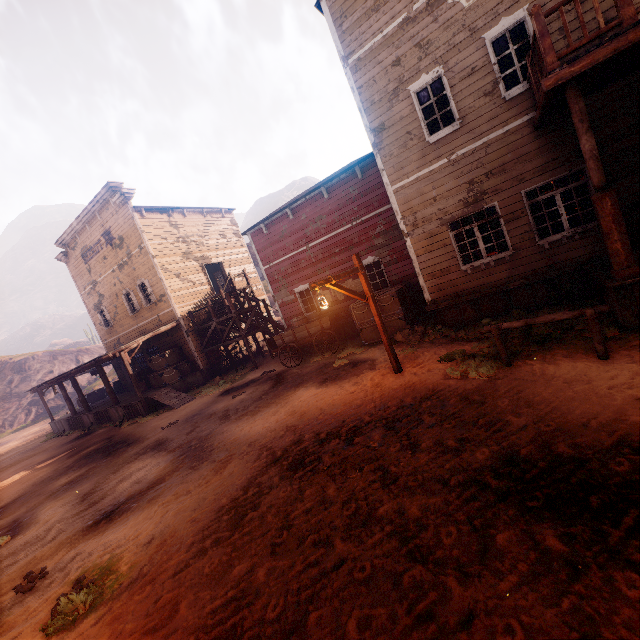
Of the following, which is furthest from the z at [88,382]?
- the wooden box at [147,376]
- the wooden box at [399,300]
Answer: the wooden box at [147,376]

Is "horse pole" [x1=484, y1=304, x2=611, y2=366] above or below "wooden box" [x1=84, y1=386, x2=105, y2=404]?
below

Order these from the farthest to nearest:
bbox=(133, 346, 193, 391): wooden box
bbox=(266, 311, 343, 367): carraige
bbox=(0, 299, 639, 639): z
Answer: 1. bbox=(133, 346, 193, 391): wooden box
2. bbox=(266, 311, 343, 367): carraige
3. bbox=(0, 299, 639, 639): z

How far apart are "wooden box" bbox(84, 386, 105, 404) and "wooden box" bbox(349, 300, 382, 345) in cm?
2336

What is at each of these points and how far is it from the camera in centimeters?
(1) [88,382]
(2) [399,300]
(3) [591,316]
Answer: (1) z, 4962cm
(2) wooden box, 1211cm
(3) horse pole, 543cm

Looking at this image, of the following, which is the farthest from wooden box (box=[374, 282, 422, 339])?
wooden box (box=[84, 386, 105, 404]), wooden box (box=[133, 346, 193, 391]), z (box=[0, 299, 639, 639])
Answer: wooden box (box=[84, 386, 105, 404])

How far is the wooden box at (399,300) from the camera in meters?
12.0 m

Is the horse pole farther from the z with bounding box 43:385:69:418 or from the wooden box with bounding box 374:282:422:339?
the wooden box with bounding box 374:282:422:339
